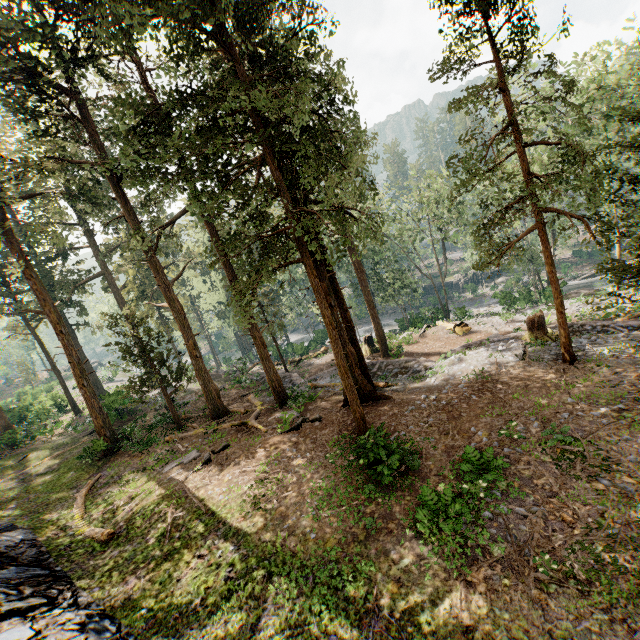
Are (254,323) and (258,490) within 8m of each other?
no

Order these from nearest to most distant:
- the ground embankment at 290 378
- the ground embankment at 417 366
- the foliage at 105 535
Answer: the foliage at 105 535, the ground embankment at 417 366, the ground embankment at 290 378

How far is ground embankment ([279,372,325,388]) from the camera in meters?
24.0 m

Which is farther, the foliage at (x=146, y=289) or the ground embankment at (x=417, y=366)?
the ground embankment at (x=417, y=366)

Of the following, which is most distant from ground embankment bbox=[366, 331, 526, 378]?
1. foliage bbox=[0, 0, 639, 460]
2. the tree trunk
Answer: the tree trunk

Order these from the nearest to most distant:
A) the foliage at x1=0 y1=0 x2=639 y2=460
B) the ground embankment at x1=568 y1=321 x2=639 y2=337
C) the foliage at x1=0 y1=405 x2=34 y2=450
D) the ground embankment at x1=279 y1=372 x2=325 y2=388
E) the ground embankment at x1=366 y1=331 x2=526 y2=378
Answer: the foliage at x1=0 y1=0 x2=639 y2=460, the ground embankment at x1=568 y1=321 x2=639 y2=337, the ground embankment at x1=366 y1=331 x2=526 y2=378, the ground embankment at x1=279 y1=372 x2=325 y2=388, the foliage at x1=0 y1=405 x2=34 y2=450

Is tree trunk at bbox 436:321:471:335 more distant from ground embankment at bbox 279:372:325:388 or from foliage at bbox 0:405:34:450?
ground embankment at bbox 279:372:325:388

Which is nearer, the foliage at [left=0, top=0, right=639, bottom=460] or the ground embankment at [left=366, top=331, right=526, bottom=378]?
the foliage at [left=0, top=0, right=639, bottom=460]
